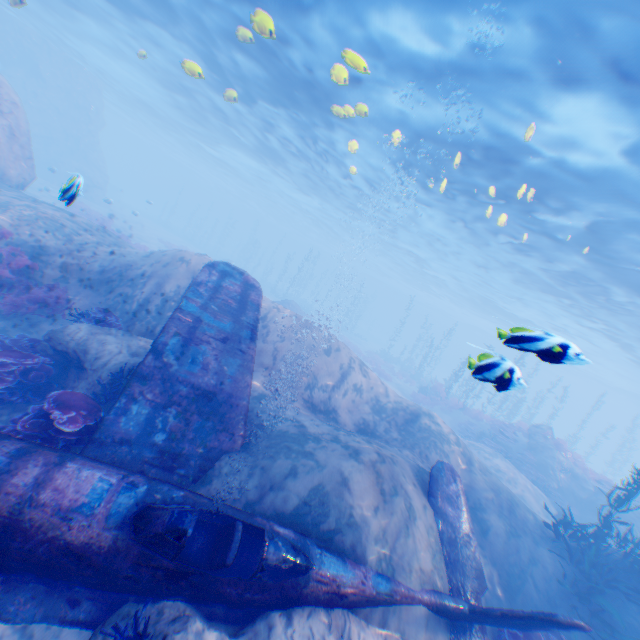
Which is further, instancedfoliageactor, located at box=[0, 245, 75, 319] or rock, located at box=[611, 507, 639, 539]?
rock, located at box=[611, 507, 639, 539]

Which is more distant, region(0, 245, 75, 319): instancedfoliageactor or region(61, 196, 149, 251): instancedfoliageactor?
region(0, 245, 75, 319): instancedfoliageactor

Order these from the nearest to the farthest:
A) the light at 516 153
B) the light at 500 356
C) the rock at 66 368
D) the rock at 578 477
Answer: the light at 500 356 → the rock at 66 368 → the light at 516 153 → the rock at 578 477

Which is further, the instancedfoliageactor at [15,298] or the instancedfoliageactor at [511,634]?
the instancedfoliageactor at [15,298]

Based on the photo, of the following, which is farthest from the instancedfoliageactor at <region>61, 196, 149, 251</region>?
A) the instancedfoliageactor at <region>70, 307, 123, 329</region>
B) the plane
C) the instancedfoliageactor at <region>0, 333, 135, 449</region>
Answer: the instancedfoliageactor at <region>0, 333, 135, 449</region>

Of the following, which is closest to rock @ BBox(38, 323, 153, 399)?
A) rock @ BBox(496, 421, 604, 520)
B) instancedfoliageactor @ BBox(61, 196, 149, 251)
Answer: instancedfoliageactor @ BBox(61, 196, 149, 251)

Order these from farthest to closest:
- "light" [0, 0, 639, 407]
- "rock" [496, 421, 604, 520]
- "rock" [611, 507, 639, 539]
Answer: "rock" [496, 421, 604, 520] → "rock" [611, 507, 639, 539] → "light" [0, 0, 639, 407]

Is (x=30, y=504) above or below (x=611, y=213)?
below
